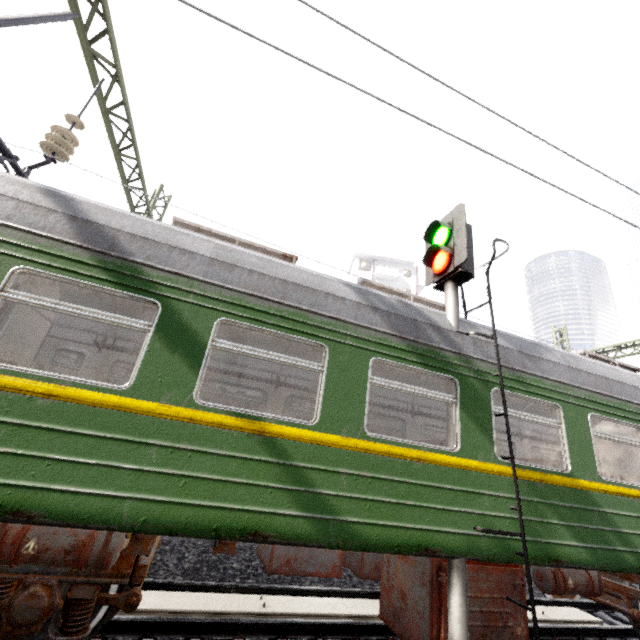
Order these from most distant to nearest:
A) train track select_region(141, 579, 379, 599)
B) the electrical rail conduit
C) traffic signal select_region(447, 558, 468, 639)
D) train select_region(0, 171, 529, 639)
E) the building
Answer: the building
train track select_region(141, 579, 379, 599)
the electrical rail conduit
traffic signal select_region(447, 558, 468, 639)
train select_region(0, 171, 529, 639)

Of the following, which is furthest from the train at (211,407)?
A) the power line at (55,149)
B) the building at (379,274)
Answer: the building at (379,274)

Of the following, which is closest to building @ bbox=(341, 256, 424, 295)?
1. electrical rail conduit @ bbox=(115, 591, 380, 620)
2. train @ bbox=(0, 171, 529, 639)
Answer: train @ bbox=(0, 171, 529, 639)

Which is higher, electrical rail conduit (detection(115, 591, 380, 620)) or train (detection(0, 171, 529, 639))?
train (detection(0, 171, 529, 639))

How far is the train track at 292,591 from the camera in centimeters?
452cm

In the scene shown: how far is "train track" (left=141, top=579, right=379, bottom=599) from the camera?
4.5m

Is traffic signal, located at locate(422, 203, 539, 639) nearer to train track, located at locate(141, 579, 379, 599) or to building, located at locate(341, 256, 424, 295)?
train track, located at locate(141, 579, 379, 599)

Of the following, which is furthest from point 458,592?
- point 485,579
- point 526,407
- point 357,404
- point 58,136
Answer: point 58,136
